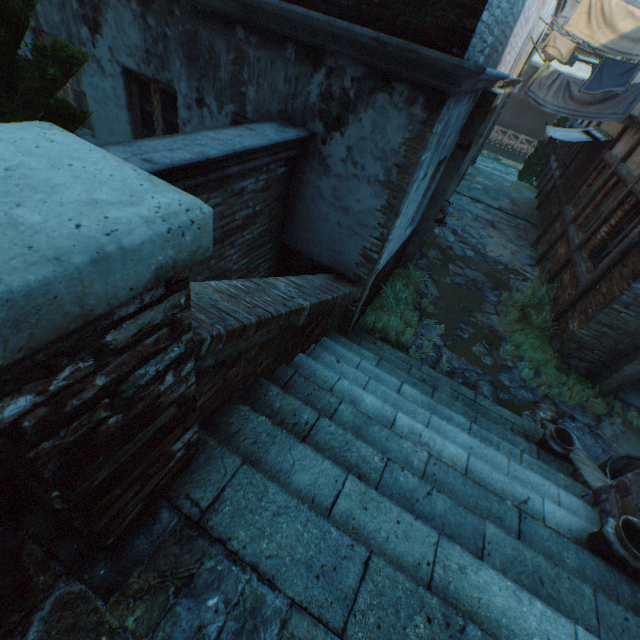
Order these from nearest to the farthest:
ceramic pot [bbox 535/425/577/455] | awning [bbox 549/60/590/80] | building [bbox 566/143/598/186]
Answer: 1. ceramic pot [bbox 535/425/577/455]
2. building [bbox 566/143/598/186]
3. awning [bbox 549/60/590/80]

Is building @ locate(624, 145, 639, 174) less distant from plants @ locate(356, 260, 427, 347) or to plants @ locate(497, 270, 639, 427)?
plants @ locate(497, 270, 639, 427)

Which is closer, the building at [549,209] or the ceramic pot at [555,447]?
the ceramic pot at [555,447]

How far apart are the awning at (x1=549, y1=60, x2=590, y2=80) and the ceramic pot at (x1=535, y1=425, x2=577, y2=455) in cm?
2691

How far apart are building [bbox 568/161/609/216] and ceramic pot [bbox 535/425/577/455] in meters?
7.6

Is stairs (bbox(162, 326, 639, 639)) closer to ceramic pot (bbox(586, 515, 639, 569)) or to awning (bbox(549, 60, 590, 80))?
ceramic pot (bbox(586, 515, 639, 569))

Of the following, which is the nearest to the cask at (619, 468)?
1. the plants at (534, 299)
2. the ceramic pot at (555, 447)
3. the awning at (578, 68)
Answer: the ceramic pot at (555, 447)

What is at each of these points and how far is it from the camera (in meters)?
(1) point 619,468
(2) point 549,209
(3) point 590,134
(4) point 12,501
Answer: (1) cask, 4.73
(2) building, 12.31
(3) awning, 11.08
(4) building, 1.49
